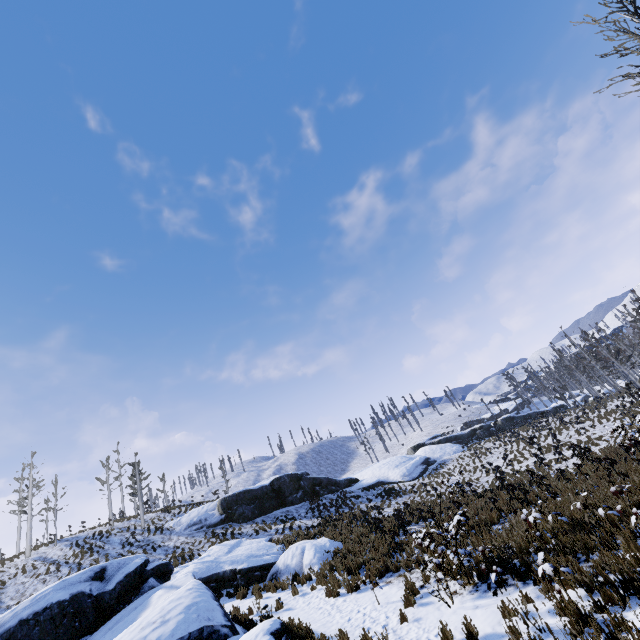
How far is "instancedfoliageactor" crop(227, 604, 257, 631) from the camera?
9.8m

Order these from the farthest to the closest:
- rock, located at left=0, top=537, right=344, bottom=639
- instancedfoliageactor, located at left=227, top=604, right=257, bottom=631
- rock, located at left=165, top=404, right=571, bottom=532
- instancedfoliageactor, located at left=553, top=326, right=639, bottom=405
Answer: instancedfoliageactor, located at left=553, top=326, right=639, bottom=405 < rock, located at left=165, top=404, right=571, bottom=532 < instancedfoliageactor, located at left=227, top=604, right=257, bottom=631 < rock, located at left=0, top=537, right=344, bottom=639

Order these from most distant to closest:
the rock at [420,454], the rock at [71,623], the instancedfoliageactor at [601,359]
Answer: the instancedfoliageactor at [601,359], the rock at [420,454], the rock at [71,623]

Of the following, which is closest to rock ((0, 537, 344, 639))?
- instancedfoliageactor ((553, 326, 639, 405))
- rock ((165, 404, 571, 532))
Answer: rock ((165, 404, 571, 532))

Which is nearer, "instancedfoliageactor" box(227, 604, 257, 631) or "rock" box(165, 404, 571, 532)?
"instancedfoliageactor" box(227, 604, 257, 631)

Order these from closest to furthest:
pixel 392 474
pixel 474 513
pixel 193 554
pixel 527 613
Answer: pixel 527 613 < pixel 474 513 < pixel 193 554 < pixel 392 474

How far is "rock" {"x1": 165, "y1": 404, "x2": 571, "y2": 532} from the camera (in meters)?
27.61

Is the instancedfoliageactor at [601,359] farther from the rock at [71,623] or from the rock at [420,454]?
the rock at [71,623]
